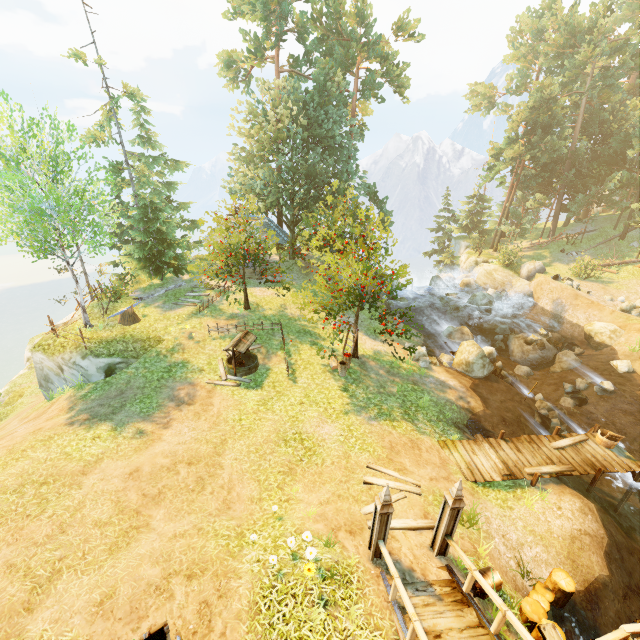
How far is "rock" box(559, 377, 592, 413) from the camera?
17.14m

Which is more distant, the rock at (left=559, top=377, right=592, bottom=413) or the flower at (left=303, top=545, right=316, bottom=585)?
the rock at (left=559, top=377, right=592, bottom=413)

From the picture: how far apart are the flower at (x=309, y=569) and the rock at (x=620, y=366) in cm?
2136

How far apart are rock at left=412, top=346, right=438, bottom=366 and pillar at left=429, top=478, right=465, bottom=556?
10.15m

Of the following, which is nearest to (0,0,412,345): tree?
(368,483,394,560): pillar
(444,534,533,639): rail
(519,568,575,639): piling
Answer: (368,483,394,560): pillar

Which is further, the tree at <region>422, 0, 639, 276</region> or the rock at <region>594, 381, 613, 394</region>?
the tree at <region>422, 0, 639, 276</region>

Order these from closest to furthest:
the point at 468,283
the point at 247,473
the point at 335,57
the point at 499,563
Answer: the point at 499,563 → the point at 247,473 → the point at 335,57 → the point at 468,283

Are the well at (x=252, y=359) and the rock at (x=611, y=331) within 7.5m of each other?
no
